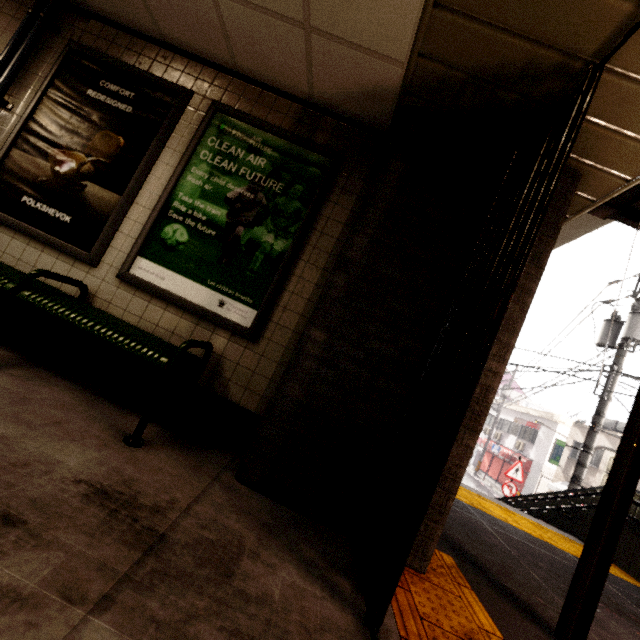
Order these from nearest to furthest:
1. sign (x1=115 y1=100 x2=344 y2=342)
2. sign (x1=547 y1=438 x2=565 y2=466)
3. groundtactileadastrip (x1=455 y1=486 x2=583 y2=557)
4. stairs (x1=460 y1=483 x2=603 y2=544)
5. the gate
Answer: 1. the gate
2. sign (x1=115 y1=100 x2=344 y2=342)
3. groundtactileadastrip (x1=455 y1=486 x2=583 y2=557)
4. stairs (x1=460 y1=483 x2=603 y2=544)
5. sign (x1=547 y1=438 x2=565 y2=466)

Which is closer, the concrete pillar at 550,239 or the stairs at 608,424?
the concrete pillar at 550,239

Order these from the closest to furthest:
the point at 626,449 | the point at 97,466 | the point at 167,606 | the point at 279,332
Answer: the point at 167,606 → the point at 97,466 → the point at 626,449 → the point at 279,332

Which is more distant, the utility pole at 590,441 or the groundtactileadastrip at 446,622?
the utility pole at 590,441

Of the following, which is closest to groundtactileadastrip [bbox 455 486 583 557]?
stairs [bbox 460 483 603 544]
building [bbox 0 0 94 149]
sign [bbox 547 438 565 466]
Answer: stairs [bbox 460 483 603 544]

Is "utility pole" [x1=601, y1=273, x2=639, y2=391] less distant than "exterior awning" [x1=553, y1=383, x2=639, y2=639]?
No

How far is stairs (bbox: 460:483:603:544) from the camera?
5.57m

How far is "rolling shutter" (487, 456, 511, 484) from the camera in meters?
23.8
